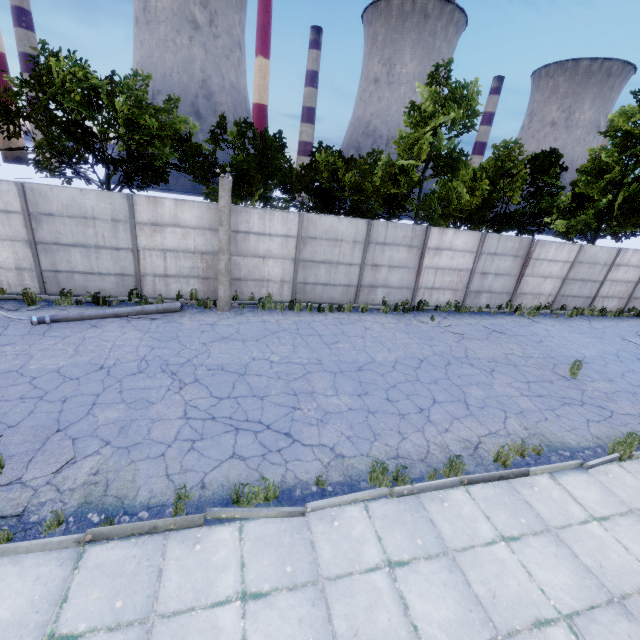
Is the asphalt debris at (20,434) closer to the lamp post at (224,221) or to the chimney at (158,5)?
the lamp post at (224,221)

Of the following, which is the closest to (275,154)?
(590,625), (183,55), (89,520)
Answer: (89,520)

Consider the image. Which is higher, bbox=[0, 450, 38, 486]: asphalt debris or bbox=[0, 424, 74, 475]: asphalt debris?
bbox=[0, 424, 74, 475]: asphalt debris

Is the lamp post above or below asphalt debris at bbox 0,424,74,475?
above

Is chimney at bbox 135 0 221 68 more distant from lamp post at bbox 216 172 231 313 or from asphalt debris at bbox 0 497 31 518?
asphalt debris at bbox 0 497 31 518

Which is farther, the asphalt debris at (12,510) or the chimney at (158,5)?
the chimney at (158,5)
